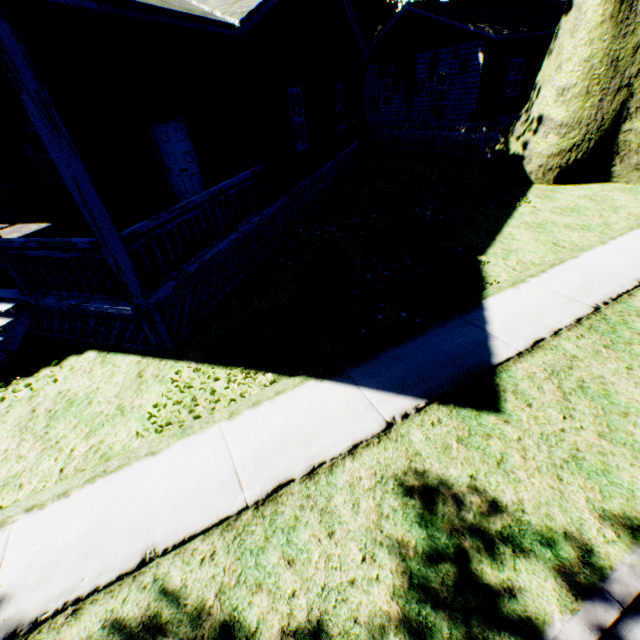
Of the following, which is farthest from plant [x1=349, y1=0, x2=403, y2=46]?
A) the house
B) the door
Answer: the door

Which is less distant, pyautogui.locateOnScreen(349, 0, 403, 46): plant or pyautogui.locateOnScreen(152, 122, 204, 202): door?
pyautogui.locateOnScreen(152, 122, 204, 202): door

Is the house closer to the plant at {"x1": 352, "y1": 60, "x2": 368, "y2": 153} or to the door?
the door

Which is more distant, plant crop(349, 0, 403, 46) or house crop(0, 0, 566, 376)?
plant crop(349, 0, 403, 46)

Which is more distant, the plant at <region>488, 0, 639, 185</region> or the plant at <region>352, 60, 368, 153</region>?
the plant at <region>352, 60, 368, 153</region>

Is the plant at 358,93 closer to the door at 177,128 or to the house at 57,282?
the house at 57,282

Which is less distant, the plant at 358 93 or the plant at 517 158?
the plant at 517 158

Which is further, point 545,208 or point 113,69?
point 545,208
